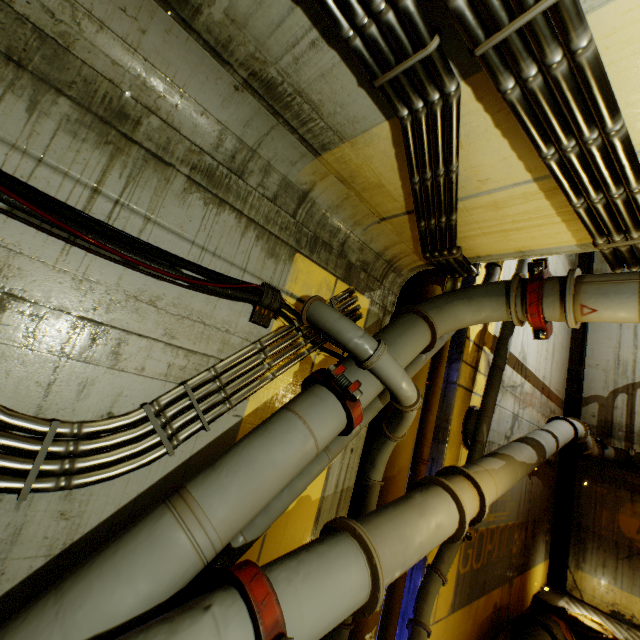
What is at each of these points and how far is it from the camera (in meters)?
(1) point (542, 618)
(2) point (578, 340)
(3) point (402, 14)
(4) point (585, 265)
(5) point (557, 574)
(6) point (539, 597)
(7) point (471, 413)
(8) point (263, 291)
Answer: (1) pipe, 6.96
(2) beam, 12.79
(3) pipe, 1.63
(4) beam, 13.53
(5) beam, 10.91
(6) stairs, 9.63
(7) cable, 6.21
(8) cable, 2.96

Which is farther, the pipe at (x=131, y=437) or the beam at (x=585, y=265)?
the beam at (x=585, y=265)

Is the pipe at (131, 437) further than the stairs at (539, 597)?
No

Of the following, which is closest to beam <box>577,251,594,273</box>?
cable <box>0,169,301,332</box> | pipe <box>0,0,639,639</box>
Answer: pipe <box>0,0,639,639</box>

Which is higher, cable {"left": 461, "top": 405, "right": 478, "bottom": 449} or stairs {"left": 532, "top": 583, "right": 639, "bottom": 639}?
cable {"left": 461, "top": 405, "right": 478, "bottom": 449}

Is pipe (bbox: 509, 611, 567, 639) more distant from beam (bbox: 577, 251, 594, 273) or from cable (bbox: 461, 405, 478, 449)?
beam (bbox: 577, 251, 594, 273)

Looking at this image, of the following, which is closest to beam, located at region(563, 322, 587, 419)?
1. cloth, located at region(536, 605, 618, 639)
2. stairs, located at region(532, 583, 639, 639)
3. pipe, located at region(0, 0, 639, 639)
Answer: stairs, located at region(532, 583, 639, 639)

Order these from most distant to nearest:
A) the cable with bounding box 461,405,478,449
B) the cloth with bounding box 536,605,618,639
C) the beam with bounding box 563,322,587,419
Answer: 1. the beam with bounding box 563,322,587,419
2. the cloth with bounding box 536,605,618,639
3. the cable with bounding box 461,405,478,449
